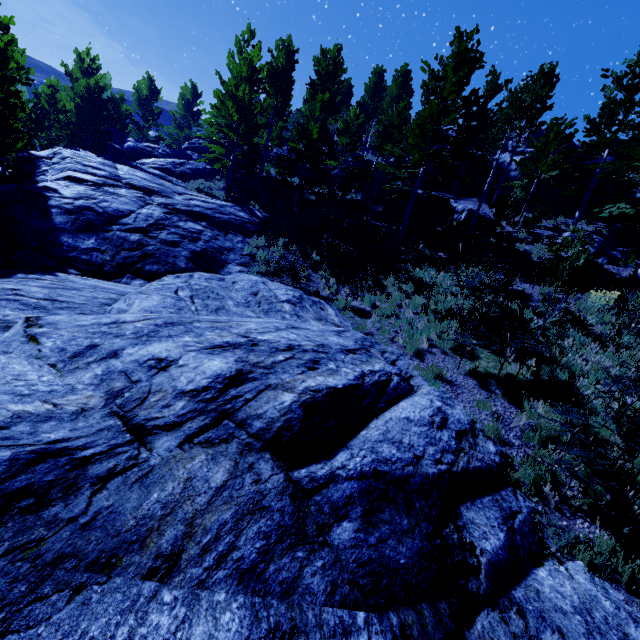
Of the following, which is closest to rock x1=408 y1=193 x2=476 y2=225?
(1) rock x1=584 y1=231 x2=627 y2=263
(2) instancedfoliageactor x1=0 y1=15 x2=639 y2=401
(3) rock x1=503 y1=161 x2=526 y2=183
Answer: (2) instancedfoliageactor x1=0 y1=15 x2=639 y2=401

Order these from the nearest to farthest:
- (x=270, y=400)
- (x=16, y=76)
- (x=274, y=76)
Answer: (x=270, y=400)
(x=16, y=76)
(x=274, y=76)

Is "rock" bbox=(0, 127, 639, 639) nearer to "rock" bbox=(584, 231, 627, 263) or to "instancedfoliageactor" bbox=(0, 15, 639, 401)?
"instancedfoliageactor" bbox=(0, 15, 639, 401)

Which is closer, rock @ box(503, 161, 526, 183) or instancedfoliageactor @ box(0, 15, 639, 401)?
instancedfoliageactor @ box(0, 15, 639, 401)

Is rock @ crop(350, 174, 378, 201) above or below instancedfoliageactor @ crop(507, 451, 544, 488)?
above

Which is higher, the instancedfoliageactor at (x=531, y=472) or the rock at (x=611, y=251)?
the rock at (x=611, y=251)

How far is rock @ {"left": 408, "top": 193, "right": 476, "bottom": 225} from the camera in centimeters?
1980cm

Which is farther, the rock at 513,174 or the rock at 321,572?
the rock at 513,174
